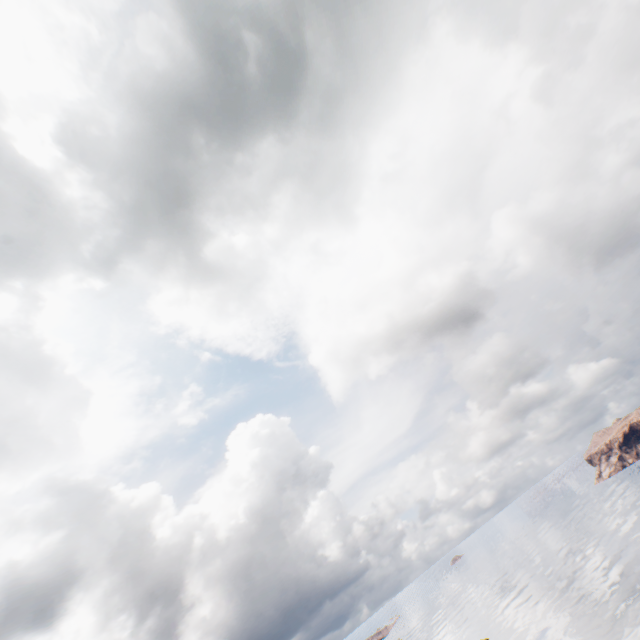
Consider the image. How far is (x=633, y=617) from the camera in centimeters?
5644cm
